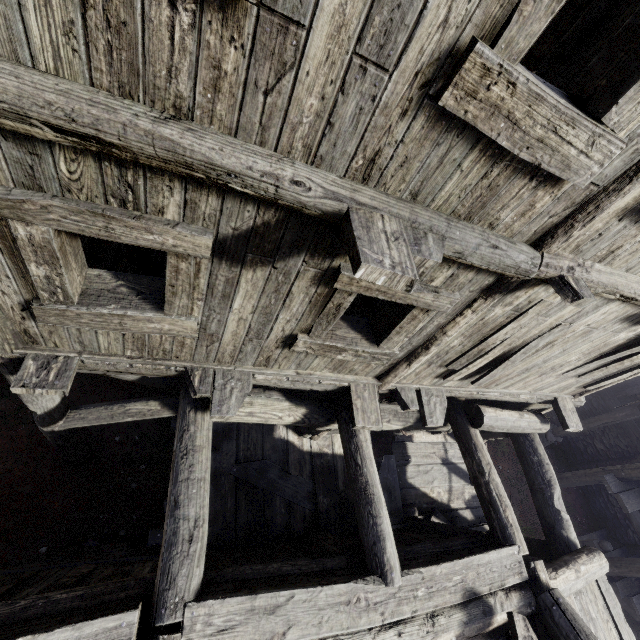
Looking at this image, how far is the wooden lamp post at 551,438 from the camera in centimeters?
1097cm

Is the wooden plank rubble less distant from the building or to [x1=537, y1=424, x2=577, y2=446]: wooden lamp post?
the building

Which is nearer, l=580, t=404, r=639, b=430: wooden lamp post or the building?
the building

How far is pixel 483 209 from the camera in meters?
2.5 m

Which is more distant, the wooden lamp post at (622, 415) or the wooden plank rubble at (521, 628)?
the wooden lamp post at (622, 415)

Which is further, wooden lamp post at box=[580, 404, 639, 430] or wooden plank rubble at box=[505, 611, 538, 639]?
wooden lamp post at box=[580, 404, 639, 430]
